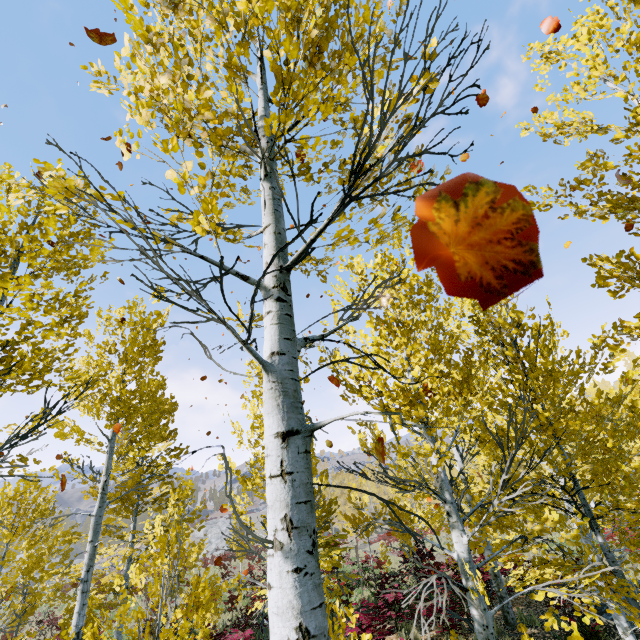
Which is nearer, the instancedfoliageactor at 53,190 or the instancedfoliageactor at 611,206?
the instancedfoliageactor at 53,190

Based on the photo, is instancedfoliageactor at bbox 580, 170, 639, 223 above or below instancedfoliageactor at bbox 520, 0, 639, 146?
below

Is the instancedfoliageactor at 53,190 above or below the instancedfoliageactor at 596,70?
below

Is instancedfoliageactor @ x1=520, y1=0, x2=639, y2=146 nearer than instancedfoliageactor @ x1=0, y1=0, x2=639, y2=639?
No

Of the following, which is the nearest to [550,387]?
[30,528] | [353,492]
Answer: [353,492]
